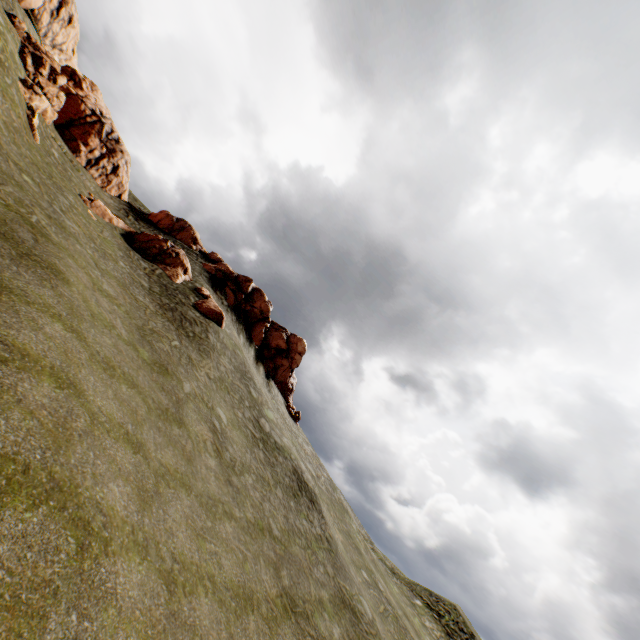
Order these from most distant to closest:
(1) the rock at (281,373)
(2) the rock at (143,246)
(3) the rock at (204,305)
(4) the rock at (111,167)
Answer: (1) the rock at (281,373) < (3) the rock at (204,305) < (2) the rock at (143,246) < (4) the rock at (111,167)

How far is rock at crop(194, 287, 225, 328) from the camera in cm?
2690

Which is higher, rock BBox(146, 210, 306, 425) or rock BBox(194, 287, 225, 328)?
rock BBox(146, 210, 306, 425)

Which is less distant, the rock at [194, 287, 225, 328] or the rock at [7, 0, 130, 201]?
the rock at [7, 0, 130, 201]

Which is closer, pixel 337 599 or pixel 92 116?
pixel 337 599

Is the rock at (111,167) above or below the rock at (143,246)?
above

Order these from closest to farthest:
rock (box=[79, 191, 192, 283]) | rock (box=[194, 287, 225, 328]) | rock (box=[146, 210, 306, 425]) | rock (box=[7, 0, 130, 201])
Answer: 1. rock (box=[7, 0, 130, 201])
2. rock (box=[79, 191, 192, 283])
3. rock (box=[194, 287, 225, 328])
4. rock (box=[146, 210, 306, 425])
